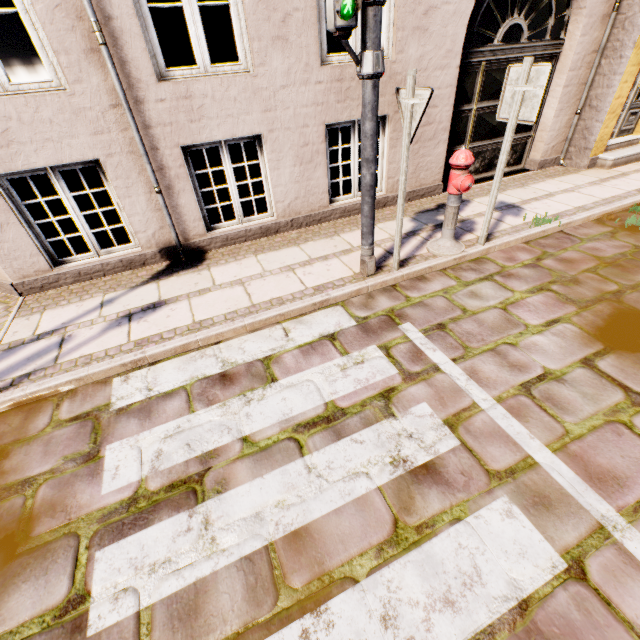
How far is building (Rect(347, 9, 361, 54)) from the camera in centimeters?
411cm

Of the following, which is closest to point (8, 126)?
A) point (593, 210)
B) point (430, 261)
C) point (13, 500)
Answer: point (13, 500)

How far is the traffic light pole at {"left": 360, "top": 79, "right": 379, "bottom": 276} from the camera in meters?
2.8

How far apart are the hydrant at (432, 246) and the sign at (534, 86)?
0.46m

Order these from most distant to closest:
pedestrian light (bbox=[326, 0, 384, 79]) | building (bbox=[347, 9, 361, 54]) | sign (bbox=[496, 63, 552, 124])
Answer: building (bbox=[347, 9, 361, 54]) < sign (bbox=[496, 63, 552, 124]) < pedestrian light (bbox=[326, 0, 384, 79])

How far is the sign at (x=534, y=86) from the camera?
3.11m

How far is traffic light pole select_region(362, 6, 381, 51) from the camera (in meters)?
2.49

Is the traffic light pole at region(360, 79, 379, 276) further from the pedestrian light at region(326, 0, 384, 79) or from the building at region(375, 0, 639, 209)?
the building at region(375, 0, 639, 209)
